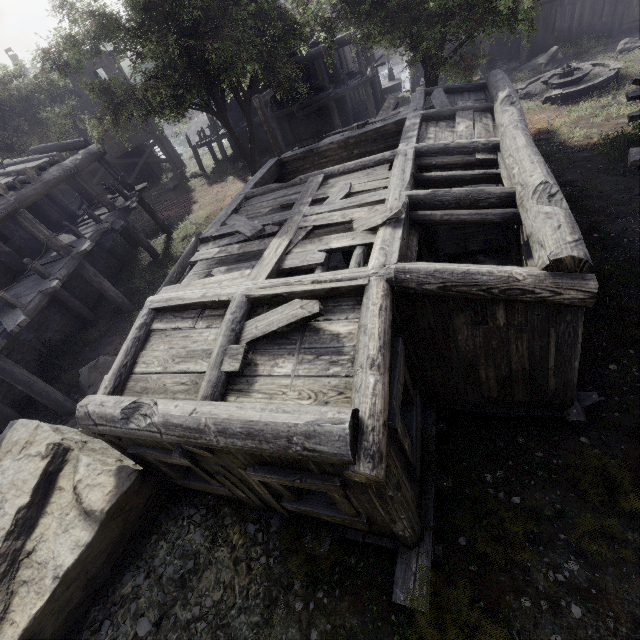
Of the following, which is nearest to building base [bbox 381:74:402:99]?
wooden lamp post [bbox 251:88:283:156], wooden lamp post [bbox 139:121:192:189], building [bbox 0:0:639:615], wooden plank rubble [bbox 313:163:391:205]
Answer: building [bbox 0:0:639:615]

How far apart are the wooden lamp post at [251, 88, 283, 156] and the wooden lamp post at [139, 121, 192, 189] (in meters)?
13.13

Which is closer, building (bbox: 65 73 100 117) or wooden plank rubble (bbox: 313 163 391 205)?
wooden plank rubble (bbox: 313 163 391 205)

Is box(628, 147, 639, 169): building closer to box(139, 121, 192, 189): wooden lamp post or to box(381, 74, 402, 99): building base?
box(381, 74, 402, 99): building base

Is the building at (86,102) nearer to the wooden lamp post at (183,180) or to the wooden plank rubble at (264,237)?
the wooden plank rubble at (264,237)

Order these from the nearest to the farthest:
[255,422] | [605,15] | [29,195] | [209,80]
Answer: [255,422] → [29,195] → [209,80] → [605,15]

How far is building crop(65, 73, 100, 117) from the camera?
23.14m

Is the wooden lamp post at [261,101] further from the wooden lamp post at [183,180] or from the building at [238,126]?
the wooden lamp post at [183,180]
